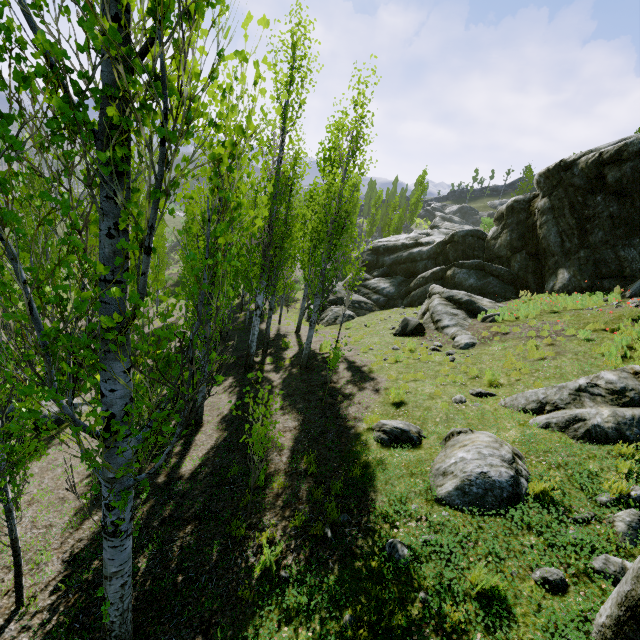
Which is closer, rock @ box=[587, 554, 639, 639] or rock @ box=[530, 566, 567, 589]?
rock @ box=[587, 554, 639, 639]

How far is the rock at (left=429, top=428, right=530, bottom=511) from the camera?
5.0m

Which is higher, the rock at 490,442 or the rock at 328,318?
the rock at 490,442

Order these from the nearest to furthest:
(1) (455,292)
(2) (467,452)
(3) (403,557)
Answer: (3) (403,557), (2) (467,452), (1) (455,292)

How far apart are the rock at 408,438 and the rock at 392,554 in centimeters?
→ 242cm

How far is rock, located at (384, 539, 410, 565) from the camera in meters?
4.5 m

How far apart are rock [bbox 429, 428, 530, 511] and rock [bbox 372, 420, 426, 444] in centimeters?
37cm

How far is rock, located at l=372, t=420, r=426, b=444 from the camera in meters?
7.0
